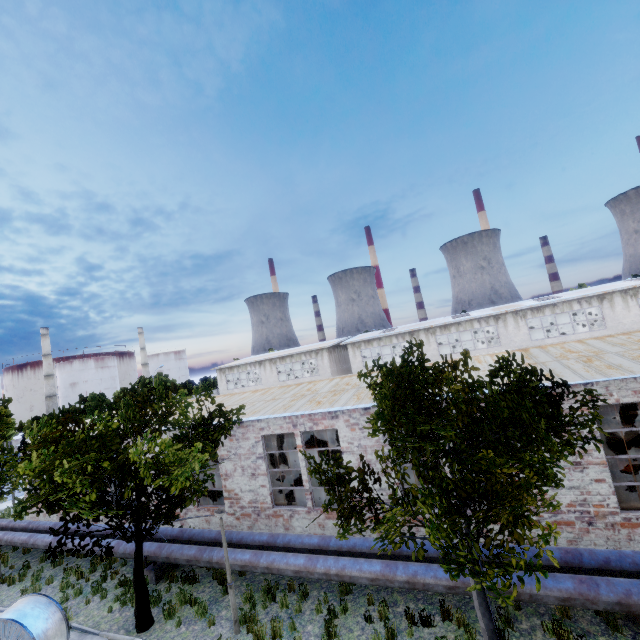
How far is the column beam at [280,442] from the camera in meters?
17.3 m

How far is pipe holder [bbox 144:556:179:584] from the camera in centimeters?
1201cm

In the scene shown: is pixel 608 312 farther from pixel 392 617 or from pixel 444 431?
pixel 444 431

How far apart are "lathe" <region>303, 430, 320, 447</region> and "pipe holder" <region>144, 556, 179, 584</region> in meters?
12.6 m

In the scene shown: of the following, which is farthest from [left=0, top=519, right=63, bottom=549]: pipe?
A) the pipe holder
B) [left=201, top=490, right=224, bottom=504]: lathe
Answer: [left=201, top=490, right=224, bottom=504]: lathe

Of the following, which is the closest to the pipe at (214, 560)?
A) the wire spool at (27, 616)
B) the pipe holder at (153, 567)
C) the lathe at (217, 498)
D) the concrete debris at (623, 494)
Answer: the pipe holder at (153, 567)

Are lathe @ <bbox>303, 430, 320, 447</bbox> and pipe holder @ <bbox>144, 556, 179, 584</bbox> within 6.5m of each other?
no

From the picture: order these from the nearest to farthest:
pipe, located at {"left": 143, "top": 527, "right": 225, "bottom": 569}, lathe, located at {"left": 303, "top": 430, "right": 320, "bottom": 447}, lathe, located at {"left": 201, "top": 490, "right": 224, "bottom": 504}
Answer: pipe, located at {"left": 143, "top": 527, "right": 225, "bottom": 569}, lathe, located at {"left": 201, "top": 490, "right": 224, "bottom": 504}, lathe, located at {"left": 303, "top": 430, "right": 320, "bottom": 447}
